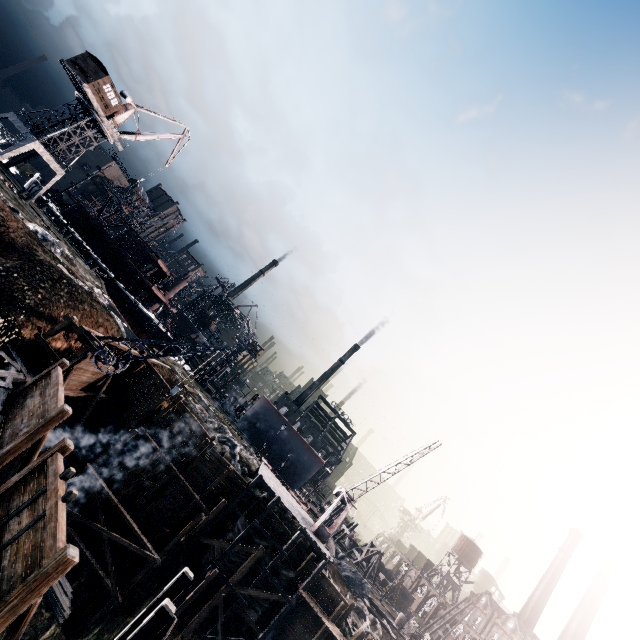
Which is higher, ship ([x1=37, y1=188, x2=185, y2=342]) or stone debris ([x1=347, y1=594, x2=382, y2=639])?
ship ([x1=37, y1=188, x2=185, y2=342])

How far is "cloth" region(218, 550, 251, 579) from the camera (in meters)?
24.45

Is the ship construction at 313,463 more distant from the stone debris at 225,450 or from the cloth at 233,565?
the cloth at 233,565

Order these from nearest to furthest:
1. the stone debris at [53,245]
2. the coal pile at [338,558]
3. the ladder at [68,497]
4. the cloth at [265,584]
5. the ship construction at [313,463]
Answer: the ladder at [68,497]
the cloth at [265,584]
the stone debris at [53,245]
the coal pile at [338,558]
the ship construction at [313,463]

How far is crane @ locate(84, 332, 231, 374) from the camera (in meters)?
19.92

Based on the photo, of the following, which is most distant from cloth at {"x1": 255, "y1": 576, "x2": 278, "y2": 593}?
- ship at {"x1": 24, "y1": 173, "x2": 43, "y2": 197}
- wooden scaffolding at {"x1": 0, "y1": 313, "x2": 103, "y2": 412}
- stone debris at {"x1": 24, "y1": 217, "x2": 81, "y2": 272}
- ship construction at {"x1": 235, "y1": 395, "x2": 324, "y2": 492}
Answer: Result: ship at {"x1": 24, "y1": 173, "x2": 43, "y2": 197}

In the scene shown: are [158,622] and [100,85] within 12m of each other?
no

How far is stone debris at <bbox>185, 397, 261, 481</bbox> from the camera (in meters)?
29.83
